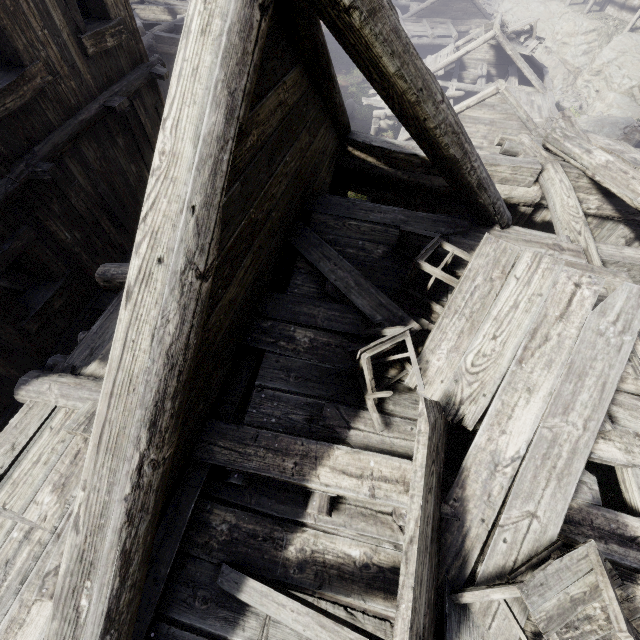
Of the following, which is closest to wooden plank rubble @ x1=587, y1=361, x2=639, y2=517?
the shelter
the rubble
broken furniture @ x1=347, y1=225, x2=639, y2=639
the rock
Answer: broken furniture @ x1=347, y1=225, x2=639, y2=639

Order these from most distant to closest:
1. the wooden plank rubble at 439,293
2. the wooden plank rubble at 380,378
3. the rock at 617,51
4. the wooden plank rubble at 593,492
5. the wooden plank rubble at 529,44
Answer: the rock at 617,51, the wooden plank rubble at 529,44, the wooden plank rubble at 439,293, the wooden plank rubble at 380,378, the wooden plank rubble at 593,492

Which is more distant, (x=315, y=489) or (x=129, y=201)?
(x=129, y=201)

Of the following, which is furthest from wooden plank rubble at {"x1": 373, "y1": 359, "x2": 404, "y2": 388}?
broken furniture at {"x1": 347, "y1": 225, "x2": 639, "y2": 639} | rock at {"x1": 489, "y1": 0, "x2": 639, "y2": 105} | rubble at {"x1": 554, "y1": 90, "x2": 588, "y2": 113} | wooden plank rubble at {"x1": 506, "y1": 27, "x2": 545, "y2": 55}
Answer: rubble at {"x1": 554, "y1": 90, "x2": 588, "y2": 113}

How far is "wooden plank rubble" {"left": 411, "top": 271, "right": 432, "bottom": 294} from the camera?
4.1m

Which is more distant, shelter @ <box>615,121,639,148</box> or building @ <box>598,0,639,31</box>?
building @ <box>598,0,639,31</box>

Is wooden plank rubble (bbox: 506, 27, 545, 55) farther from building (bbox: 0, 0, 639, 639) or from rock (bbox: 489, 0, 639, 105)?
rock (bbox: 489, 0, 639, 105)

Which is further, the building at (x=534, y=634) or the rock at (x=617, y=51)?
the rock at (x=617, y=51)
